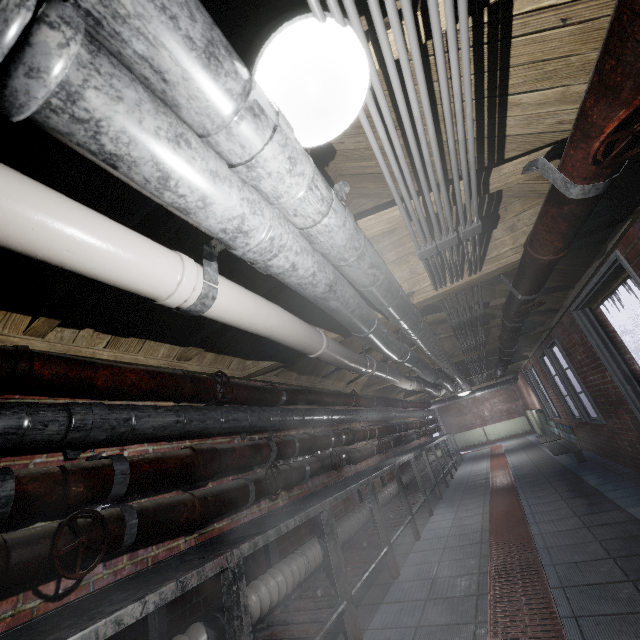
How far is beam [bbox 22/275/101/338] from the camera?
1.5m

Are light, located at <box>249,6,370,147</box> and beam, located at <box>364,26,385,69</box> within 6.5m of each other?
yes

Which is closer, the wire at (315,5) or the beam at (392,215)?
the wire at (315,5)

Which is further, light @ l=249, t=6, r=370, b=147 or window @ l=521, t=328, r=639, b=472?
window @ l=521, t=328, r=639, b=472

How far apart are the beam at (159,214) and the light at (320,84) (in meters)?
0.22

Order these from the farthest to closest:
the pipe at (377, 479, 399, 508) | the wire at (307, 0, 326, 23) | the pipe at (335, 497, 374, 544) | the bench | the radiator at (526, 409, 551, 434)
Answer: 1. the radiator at (526, 409, 551, 434)
2. the bench
3. the pipe at (377, 479, 399, 508)
4. the pipe at (335, 497, 374, 544)
5. the wire at (307, 0, 326, 23)

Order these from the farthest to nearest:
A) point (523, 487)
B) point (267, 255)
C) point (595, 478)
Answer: point (523, 487), point (595, 478), point (267, 255)

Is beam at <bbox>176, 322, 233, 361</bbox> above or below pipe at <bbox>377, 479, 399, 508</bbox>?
above
